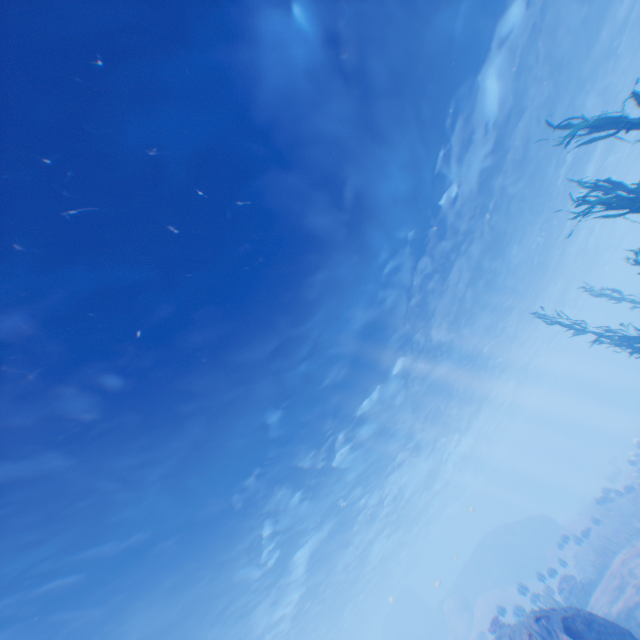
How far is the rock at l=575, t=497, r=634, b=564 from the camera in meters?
19.3

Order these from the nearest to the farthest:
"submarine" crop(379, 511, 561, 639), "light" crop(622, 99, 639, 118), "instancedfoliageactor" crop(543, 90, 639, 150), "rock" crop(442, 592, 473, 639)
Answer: "instancedfoliageactor" crop(543, 90, 639, 150) → "light" crop(622, 99, 639, 118) → "rock" crop(442, 592, 473, 639) → "submarine" crop(379, 511, 561, 639)

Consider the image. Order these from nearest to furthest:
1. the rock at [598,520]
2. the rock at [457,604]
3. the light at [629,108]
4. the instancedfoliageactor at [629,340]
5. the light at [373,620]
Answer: the light at [373,620] → the instancedfoliageactor at [629,340] → the rock at [598,520] → the light at [629,108] → the rock at [457,604]

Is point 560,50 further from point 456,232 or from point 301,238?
point 301,238

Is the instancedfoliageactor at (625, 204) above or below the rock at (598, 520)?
above

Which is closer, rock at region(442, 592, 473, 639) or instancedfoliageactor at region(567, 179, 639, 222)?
instancedfoliageactor at region(567, 179, 639, 222)

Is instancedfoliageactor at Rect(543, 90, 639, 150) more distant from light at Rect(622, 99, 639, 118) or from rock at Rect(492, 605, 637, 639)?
rock at Rect(492, 605, 637, 639)

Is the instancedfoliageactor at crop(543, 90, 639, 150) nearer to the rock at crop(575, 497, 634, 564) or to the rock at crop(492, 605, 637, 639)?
the rock at crop(492, 605, 637, 639)
